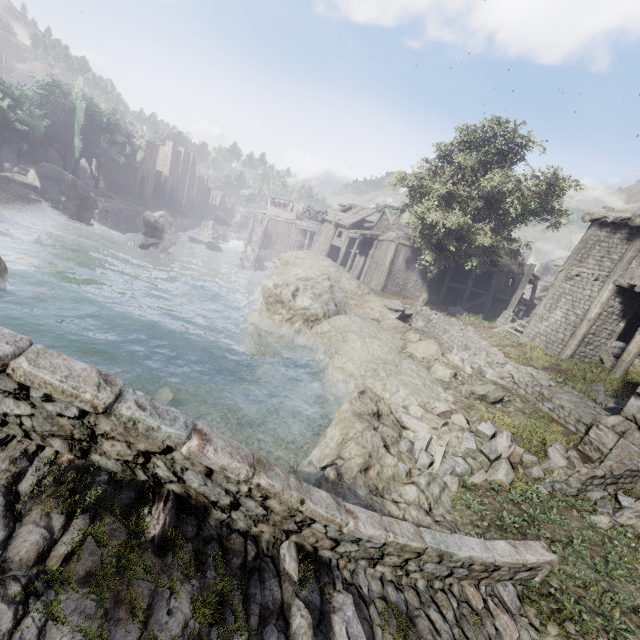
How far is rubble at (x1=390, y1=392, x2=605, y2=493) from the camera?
7.6 meters

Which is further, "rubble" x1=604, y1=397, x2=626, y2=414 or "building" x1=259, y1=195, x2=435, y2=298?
"building" x1=259, y1=195, x2=435, y2=298

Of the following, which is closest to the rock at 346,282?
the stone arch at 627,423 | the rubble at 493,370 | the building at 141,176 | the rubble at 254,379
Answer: the rubble at 254,379

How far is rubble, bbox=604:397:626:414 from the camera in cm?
1072

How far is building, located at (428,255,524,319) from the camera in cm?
2956

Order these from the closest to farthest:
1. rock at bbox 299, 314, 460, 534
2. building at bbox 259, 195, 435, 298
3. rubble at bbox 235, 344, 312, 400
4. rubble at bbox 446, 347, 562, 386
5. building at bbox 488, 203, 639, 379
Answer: rock at bbox 299, 314, 460, 534
rubble at bbox 446, 347, 562, 386
rubble at bbox 235, 344, 312, 400
building at bbox 488, 203, 639, 379
building at bbox 259, 195, 435, 298

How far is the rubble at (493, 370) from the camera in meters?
12.2

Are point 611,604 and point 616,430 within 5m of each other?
yes
